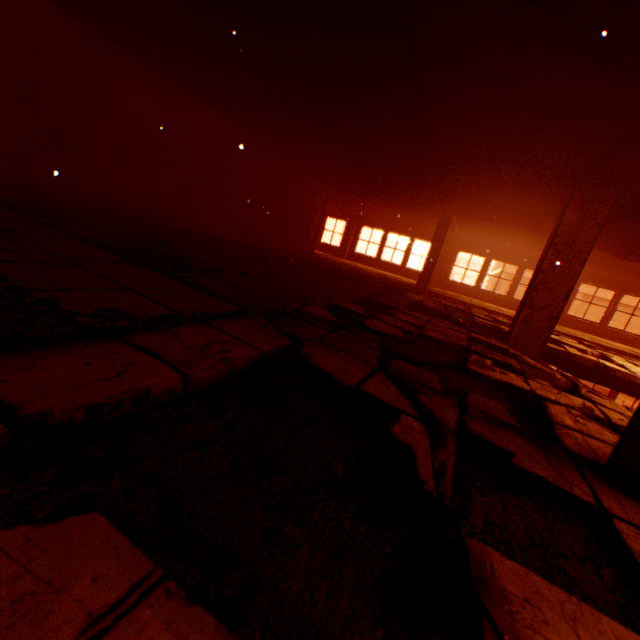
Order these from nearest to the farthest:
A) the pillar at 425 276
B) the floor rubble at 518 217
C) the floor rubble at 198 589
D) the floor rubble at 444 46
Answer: the floor rubble at 198 589, the floor rubble at 444 46, the floor rubble at 518 217, the pillar at 425 276

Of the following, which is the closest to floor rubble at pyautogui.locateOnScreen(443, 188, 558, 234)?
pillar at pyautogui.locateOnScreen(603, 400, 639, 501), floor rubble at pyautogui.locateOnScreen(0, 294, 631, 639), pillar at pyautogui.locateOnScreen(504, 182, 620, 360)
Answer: pillar at pyautogui.locateOnScreen(603, 400, 639, 501)

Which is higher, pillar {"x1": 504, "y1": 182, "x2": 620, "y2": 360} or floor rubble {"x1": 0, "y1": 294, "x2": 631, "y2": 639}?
pillar {"x1": 504, "y1": 182, "x2": 620, "y2": 360}

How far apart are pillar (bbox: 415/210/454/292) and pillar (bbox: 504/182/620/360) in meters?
5.0 m

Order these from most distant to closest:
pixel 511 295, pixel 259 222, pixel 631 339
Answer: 1. pixel 511 295
2. pixel 631 339
3. pixel 259 222

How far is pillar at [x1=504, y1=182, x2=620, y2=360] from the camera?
5.21m

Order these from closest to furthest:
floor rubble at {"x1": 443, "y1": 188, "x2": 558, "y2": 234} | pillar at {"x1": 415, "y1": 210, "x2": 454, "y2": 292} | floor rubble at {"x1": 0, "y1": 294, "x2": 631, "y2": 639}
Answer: floor rubble at {"x1": 0, "y1": 294, "x2": 631, "y2": 639} < floor rubble at {"x1": 443, "y1": 188, "x2": 558, "y2": 234} < pillar at {"x1": 415, "y1": 210, "x2": 454, "y2": 292}

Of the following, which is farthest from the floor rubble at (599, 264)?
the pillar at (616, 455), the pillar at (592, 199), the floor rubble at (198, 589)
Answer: the floor rubble at (198, 589)
